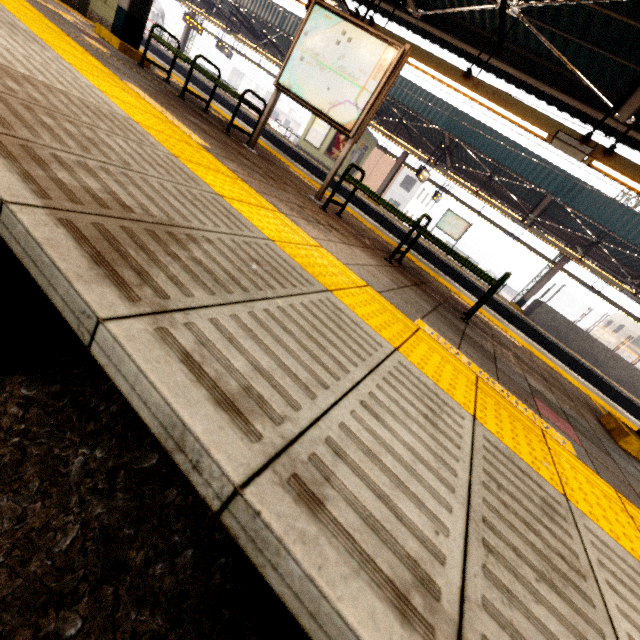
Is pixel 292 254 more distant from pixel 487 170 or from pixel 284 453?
pixel 487 170

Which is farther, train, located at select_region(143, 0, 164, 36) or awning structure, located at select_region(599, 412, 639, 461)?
train, located at select_region(143, 0, 164, 36)

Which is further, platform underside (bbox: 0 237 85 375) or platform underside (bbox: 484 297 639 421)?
platform underside (bbox: 484 297 639 421)

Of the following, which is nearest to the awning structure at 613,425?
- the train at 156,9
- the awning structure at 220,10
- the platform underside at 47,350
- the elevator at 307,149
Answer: the platform underside at 47,350

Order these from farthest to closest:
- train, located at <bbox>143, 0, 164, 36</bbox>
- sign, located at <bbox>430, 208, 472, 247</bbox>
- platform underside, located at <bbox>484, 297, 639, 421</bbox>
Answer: train, located at <bbox>143, 0, 164, 36</bbox> → sign, located at <bbox>430, 208, 472, 247</bbox> → platform underside, located at <bbox>484, 297, 639, 421</bbox>

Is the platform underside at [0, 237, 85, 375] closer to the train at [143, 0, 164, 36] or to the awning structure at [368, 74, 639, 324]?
the awning structure at [368, 74, 639, 324]

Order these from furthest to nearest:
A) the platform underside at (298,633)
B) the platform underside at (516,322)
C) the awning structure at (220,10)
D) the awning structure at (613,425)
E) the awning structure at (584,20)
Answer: the awning structure at (220,10)
the platform underside at (516,322)
the awning structure at (584,20)
the awning structure at (613,425)
the platform underside at (298,633)

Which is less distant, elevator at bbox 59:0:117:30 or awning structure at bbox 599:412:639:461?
awning structure at bbox 599:412:639:461
